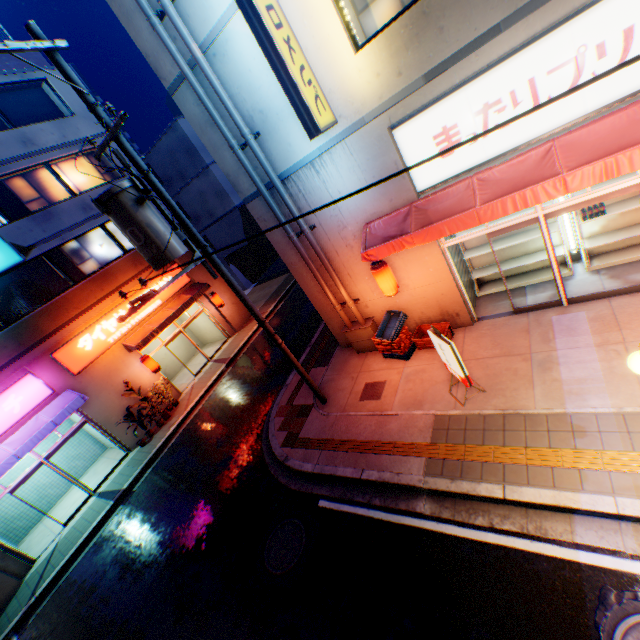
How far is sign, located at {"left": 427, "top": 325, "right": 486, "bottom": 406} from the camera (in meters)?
6.21

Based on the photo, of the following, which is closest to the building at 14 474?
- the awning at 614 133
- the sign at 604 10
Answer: the awning at 614 133

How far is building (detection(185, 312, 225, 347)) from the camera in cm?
1925

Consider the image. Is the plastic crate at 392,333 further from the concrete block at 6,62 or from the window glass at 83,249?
the concrete block at 6,62

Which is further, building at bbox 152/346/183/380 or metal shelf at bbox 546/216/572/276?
building at bbox 152/346/183/380

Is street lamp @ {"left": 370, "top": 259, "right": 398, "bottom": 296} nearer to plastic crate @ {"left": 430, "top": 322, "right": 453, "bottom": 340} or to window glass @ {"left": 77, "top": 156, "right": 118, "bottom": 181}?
plastic crate @ {"left": 430, "top": 322, "right": 453, "bottom": 340}

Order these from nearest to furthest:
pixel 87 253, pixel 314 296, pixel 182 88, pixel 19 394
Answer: pixel 182 88 → pixel 314 296 → pixel 19 394 → pixel 87 253

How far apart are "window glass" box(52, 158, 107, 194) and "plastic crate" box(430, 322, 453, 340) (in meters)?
14.71
